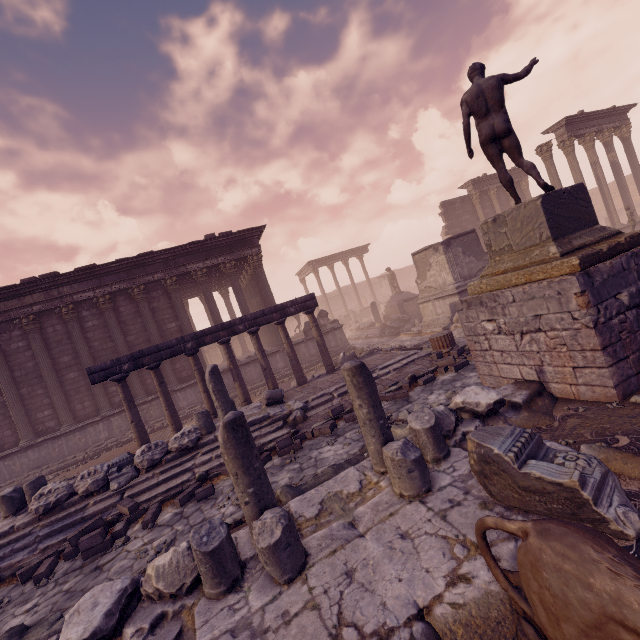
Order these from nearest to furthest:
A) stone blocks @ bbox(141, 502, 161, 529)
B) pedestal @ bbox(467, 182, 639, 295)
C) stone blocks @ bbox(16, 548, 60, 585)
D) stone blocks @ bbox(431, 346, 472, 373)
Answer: pedestal @ bbox(467, 182, 639, 295), stone blocks @ bbox(16, 548, 60, 585), stone blocks @ bbox(141, 502, 161, 529), stone blocks @ bbox(431, 346, 472, 373)

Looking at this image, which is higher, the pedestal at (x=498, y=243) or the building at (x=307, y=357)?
the pedestal at (x=498, y=243)

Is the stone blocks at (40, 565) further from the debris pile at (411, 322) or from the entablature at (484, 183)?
the entablature at (484, 183)

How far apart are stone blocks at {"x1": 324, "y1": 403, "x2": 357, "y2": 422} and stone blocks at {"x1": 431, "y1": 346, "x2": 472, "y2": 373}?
1.1 meters

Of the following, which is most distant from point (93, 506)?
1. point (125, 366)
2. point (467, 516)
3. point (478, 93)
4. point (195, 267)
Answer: point (478, 93)

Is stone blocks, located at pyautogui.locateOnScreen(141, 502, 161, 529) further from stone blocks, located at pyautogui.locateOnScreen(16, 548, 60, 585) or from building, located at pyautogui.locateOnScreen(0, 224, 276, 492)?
building, located at pyautogui.locateOnScreen(0, 224, 276, 492)

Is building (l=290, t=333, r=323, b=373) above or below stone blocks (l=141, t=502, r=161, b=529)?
above

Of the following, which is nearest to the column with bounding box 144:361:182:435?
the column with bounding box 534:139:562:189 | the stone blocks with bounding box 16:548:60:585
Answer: the stone blocks with bounding box 16:548:60:585
